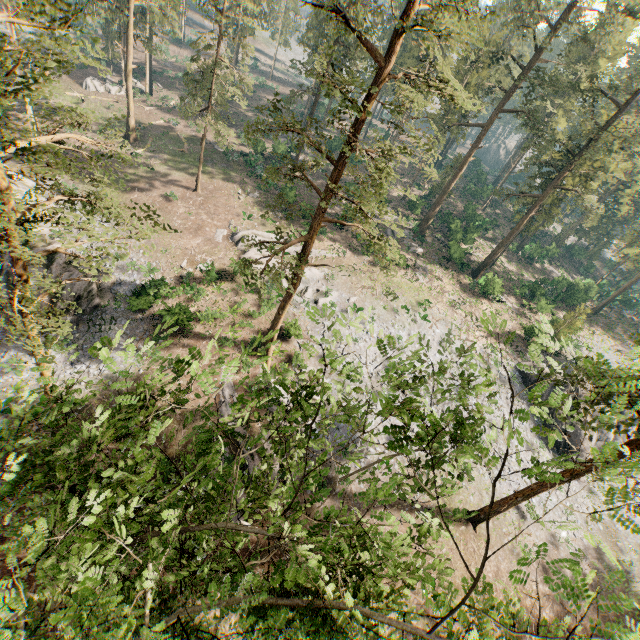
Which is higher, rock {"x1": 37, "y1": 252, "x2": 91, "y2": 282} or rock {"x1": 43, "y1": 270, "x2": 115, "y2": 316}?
rock {"x1": 37, "y1": 252, "x2": 91, "y2": 282}

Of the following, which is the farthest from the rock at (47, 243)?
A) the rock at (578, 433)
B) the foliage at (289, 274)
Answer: the rock at (578, 433)

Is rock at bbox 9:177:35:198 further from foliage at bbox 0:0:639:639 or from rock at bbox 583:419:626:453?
rock at bbox 583:419:626:453

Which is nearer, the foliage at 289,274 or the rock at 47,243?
the foliage at 289,274

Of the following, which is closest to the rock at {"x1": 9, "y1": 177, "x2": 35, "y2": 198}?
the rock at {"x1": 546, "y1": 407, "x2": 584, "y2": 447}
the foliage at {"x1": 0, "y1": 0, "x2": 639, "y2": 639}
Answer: the foliage at {"x1": 0, "y1": 0, "x2": 639, "y2": 639}

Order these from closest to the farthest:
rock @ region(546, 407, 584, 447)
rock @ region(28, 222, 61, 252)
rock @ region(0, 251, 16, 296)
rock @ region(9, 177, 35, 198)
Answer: rock @ region(0, 251, 16, 296) → rock @ region(28, 222, 61, 252) → rock @ region(9, 177, 35, 198) → rock @ region(546, 407, 584, 447)

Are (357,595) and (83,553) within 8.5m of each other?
yes
